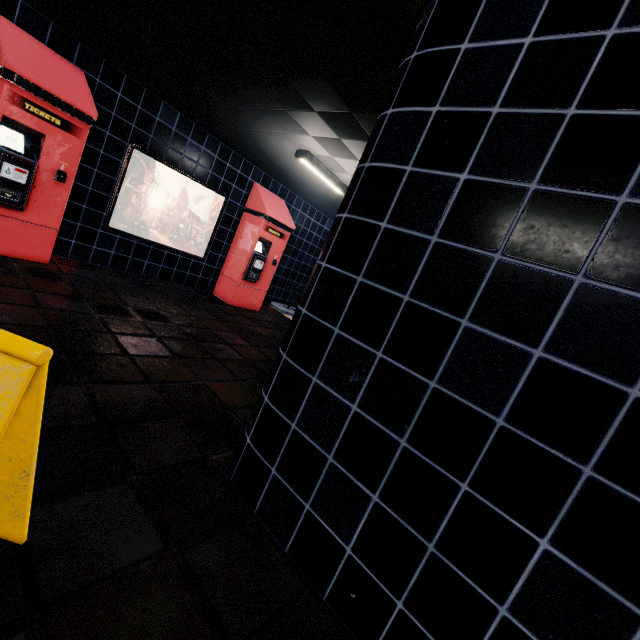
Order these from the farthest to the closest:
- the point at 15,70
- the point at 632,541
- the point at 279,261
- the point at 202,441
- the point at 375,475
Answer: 1. the point at 279,261
2. the point at 15,70
3. the point at 202,441
4. the point at 375,475
5. the point at 632,541
